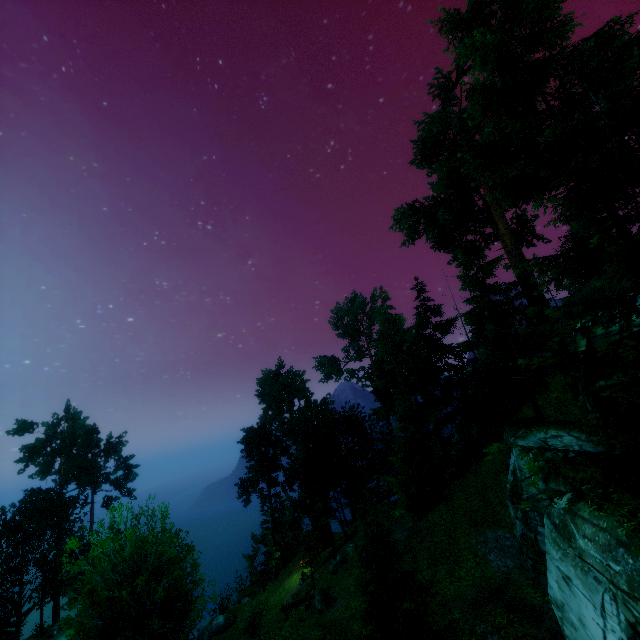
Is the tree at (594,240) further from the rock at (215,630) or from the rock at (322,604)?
the rock at (215,630)

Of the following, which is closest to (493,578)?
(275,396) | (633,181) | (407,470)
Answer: Result: (407,470)

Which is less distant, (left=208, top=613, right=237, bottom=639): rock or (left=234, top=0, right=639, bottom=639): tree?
(left=234, top=0, right=639, bottom=639): tree

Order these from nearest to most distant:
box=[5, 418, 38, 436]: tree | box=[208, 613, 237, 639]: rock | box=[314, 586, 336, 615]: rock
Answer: box=[314, 586, 336, 615]: rock → box=[208, 613, 237, 639]: rock → box=[5, 418, 38, 436]: tree

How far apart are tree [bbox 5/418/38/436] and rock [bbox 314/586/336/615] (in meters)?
40.68

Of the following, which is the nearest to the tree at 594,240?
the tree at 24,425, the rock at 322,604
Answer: the rock at 322,604

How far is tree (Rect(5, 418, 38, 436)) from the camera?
39.9 meters

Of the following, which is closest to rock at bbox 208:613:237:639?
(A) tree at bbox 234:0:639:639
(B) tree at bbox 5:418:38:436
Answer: (A) tree at bbox 234:0:639:639
